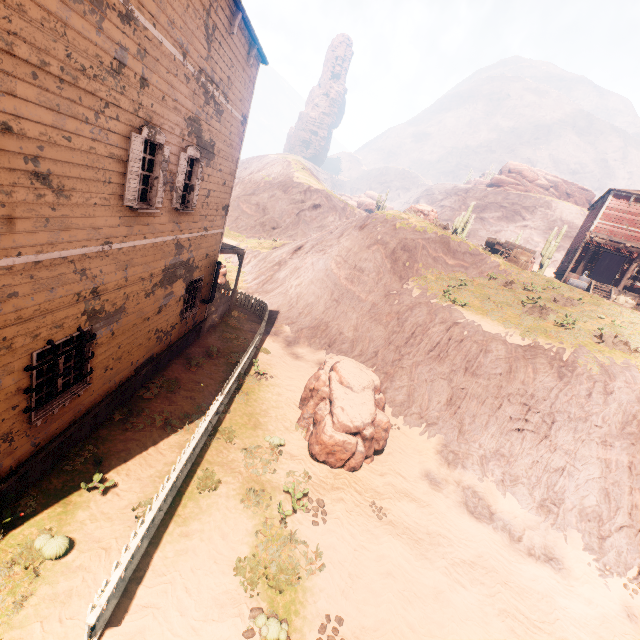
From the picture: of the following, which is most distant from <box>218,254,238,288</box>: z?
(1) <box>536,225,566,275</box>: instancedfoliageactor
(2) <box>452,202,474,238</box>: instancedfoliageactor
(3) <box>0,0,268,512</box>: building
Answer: (1) <box>536,225,566,275</box>: instancedfoliageactor

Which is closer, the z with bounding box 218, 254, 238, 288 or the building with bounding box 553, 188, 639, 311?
the building with bounding box 553, 188, 639, 311

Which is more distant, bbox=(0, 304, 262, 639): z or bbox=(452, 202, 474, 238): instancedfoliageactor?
bbox=(452, 202, 474, 238): instancedfoliageactor

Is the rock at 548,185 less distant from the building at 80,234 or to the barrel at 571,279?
the barrel at 571,279

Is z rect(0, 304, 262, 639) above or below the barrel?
below

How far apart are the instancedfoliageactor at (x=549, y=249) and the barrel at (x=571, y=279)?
8.6 meters

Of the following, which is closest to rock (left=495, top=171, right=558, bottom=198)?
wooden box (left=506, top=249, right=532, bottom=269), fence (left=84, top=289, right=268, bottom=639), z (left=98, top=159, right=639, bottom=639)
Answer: z (left=98, top=159, right=639, bottom=639)

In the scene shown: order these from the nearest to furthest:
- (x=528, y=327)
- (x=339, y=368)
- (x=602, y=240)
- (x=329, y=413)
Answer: (x=329, y=413) < (x=339, y=368) < (x=528, y=327) < (x=602, y=240)
